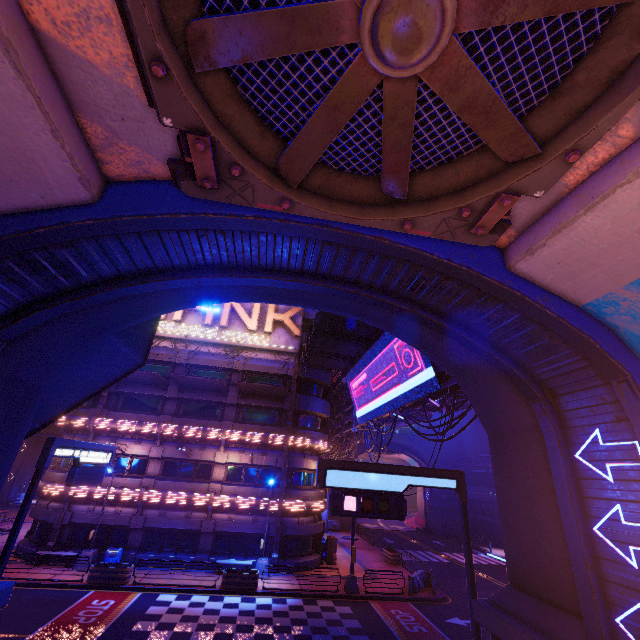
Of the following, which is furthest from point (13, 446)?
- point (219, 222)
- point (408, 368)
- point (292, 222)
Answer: point (408, 368)

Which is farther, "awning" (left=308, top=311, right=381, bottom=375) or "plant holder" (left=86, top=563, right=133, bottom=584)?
"awning" (left=308, top=311, right=381, bottom=375)

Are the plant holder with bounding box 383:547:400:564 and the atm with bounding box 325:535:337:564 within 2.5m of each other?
no

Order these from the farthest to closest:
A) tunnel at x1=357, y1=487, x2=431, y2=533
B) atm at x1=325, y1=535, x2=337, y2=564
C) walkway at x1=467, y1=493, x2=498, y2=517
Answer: tunnel at x1=357, y1=487, x2=431, y2=533
walkway at x1=467, y1=493, x2=498, y2=517
atm at x1=325, y1=535, x2=337, y2=564

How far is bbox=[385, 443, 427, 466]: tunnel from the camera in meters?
52.0

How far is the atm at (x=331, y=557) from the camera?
26.6m

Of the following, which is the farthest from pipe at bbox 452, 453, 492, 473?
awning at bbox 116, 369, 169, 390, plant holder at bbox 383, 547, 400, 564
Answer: awning at bbox 116, 369, 169, 390

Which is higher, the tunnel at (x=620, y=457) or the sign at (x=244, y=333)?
the sign at (x=244, y=333)
